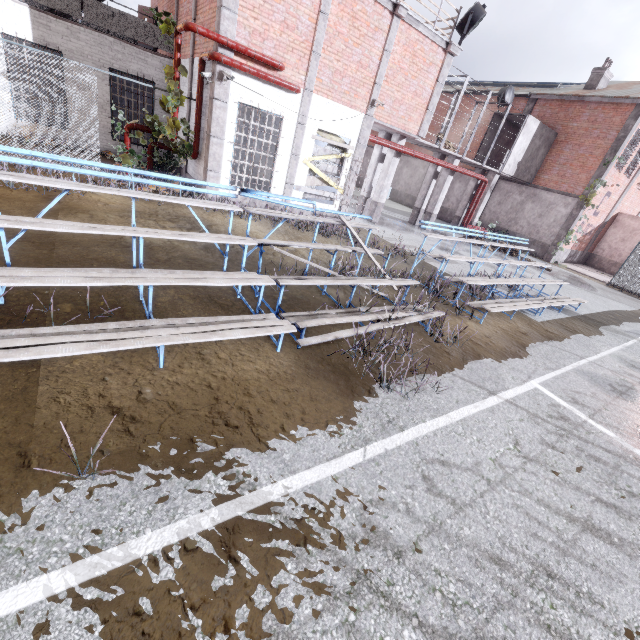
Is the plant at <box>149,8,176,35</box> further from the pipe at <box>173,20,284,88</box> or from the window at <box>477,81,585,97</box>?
the window at <box>477,81,585,97</box>

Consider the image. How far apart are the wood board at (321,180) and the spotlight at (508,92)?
12.7 meters

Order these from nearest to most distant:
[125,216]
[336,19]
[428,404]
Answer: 1. [428,404]
2. [125,216]
3. [336,19]

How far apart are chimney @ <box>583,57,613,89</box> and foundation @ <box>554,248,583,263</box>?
9.7m

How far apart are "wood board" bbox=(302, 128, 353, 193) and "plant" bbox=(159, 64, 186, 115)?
3.90m

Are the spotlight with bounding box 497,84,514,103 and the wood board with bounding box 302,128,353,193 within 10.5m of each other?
no

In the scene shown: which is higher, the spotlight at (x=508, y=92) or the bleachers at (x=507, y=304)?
the spotlight at (x=508, y=92)

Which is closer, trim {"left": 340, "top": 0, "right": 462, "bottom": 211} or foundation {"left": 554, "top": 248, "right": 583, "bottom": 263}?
trim {"left": 340, "top": 0, "right": 462, "bottom": 211}
